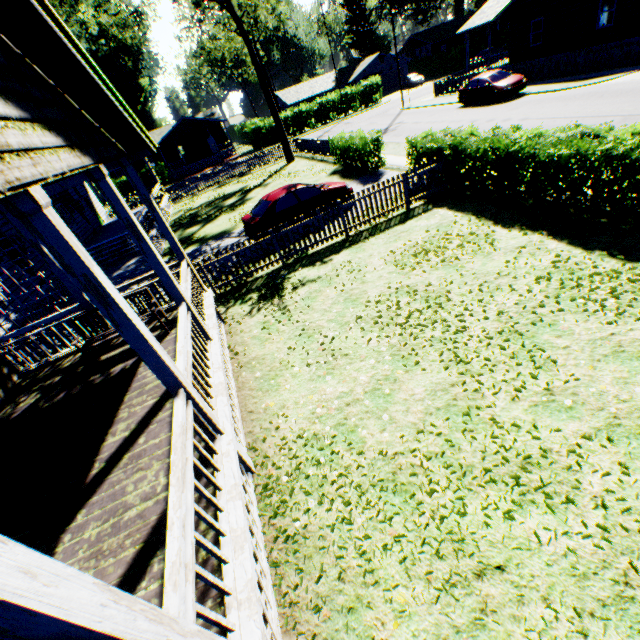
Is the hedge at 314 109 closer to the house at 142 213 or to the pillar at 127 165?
the house at 142 213

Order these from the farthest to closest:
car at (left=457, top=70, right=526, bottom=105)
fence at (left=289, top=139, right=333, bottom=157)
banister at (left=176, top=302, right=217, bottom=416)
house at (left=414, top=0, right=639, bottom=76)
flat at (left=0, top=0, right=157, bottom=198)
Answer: fence at (left=289, top=139, right=333, bottom=157), car at (left=457, top=70, right=526, bottom=105), house at (left=414, top=0, right=639, bottom=76), banister at (left=176, top=302, right=217, bottom=416), flat at (left=0, top=0, right=157, bottom=198)

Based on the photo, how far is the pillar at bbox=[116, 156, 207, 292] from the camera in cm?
675

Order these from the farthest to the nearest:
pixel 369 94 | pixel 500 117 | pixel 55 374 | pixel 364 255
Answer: pixel 369 94, pixel 500 117, pixel 364 255, pixel 55 374

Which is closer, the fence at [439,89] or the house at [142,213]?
the house at [142,213]

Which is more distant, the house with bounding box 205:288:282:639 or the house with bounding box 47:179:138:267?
the house with bounding box 47:179:138:267

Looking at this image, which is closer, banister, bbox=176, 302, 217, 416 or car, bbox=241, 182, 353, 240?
banister, bbox=176, 302, 217, 416

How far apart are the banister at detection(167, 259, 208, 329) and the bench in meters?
0.9
